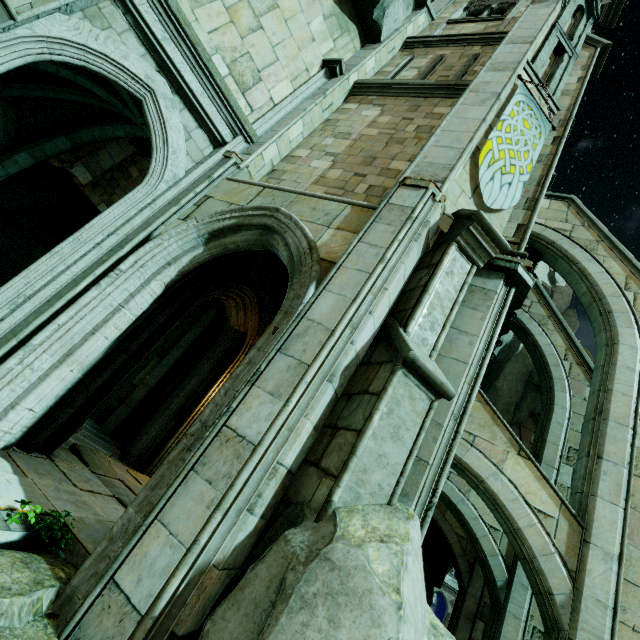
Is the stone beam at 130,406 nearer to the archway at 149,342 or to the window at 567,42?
the archway at 149,342

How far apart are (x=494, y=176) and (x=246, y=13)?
6.5 meters

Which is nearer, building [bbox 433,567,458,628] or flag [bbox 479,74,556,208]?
flag [bbox 479,74,556,208]

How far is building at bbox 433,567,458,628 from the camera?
42.32m

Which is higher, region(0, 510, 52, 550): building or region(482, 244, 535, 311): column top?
region(482, 244, 535, 311): column top

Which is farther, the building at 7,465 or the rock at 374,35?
the rock at 374,35

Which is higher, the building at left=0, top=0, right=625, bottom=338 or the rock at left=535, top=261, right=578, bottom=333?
the rock at left=535, top=261, right=578, bottom=333
